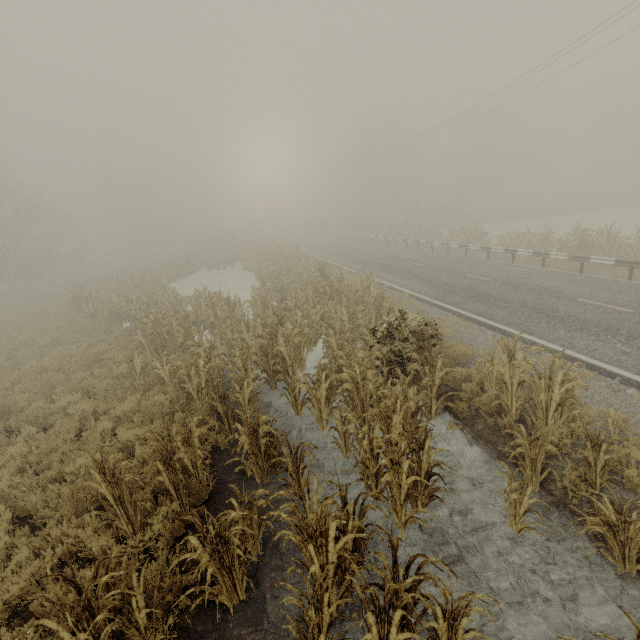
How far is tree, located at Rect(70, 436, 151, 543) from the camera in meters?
4.9 m

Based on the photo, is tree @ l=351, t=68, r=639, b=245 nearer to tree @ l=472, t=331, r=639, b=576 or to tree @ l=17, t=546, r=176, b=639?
tree @ l=472, t=331, r=639, b=576

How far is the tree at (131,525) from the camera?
4.9 meters

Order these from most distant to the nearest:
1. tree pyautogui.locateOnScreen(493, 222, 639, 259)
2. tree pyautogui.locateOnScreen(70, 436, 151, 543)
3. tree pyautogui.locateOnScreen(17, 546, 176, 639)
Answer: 1. tree pyautogui.locateOnScreen(493, 222, 639, 259)
2. tree pyautogui.locateOnScreen(70, 436, 151, 543)
3. tree pyautogui.locateOnScreen(17, 546, 176, 639)

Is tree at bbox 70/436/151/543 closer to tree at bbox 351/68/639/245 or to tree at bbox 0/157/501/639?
tree at bbox 0/157/501/639

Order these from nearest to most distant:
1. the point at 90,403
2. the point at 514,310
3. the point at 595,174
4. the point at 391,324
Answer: the point at 391,324
the point at 90,403
the point at 514,310
the point at 595,174

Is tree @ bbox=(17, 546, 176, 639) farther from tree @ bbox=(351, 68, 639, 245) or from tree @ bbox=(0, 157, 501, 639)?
tree @ bbox=(351, 68, 639, 245)

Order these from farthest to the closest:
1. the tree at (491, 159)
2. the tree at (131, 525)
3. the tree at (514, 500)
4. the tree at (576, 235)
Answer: the tree at (491, 159) < the tree at (576, 235) < the tree at (131, 525) < the tree at (514, 500)
